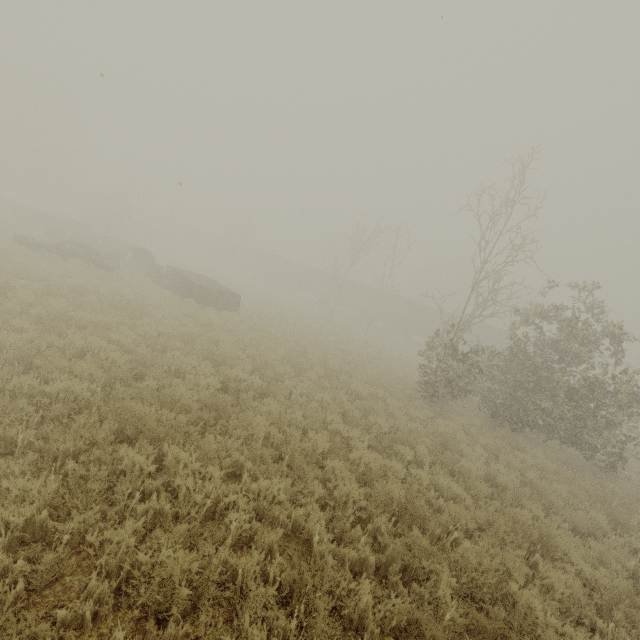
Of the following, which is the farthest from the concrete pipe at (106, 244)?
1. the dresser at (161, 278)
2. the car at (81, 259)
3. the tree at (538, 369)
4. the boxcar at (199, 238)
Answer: the boxcar at (199, 238)

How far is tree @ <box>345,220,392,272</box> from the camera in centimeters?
2805cm

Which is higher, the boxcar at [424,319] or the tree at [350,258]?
the tree at [350,258]

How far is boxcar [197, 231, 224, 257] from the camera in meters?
57.2

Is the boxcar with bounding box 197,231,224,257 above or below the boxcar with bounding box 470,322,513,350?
below

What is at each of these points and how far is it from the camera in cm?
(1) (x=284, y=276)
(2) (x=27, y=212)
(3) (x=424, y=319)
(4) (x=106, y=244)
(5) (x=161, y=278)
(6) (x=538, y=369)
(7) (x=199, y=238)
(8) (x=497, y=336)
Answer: (1) boxcar, 4950
(2) truck bed, 2748
(3) boxcar, 3866
(4) concrete pipe, 2180
(5) dresser, 2045
(6) tree, 1320
(7) boxcar, 5994
(8) boxcar, 3472

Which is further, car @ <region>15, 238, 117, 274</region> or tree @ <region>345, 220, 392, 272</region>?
tree @ <region>345, 220, 392, 272</region>

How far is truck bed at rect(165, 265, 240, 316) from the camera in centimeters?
1736cm
